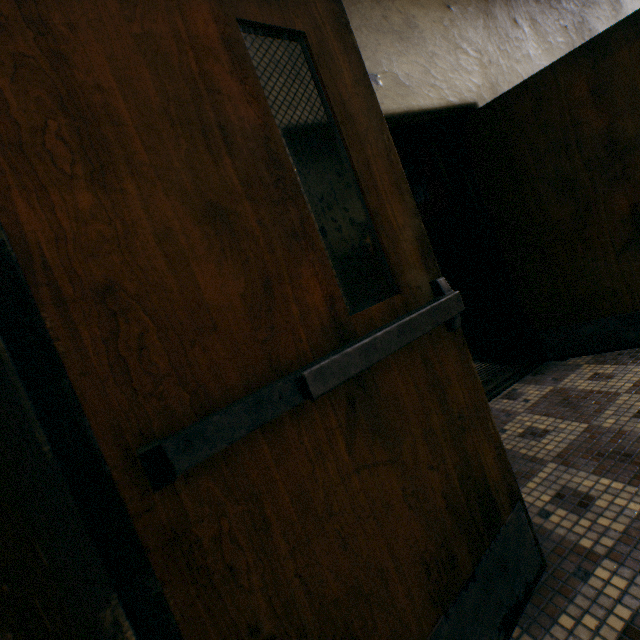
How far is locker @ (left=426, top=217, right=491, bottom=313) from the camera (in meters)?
5.62

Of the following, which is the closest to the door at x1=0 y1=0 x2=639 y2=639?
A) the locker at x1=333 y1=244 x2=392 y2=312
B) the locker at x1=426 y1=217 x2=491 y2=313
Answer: the locker at x1=333 y1=244 x2=392 y2=312

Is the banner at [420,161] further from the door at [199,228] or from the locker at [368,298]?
the door at [199,228]

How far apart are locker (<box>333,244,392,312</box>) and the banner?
2.07m

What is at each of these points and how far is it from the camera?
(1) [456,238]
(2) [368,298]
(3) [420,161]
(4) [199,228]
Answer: (1) locker, 6.12m
(2) locker, 4.84m
(3) banner, 6.63m
(4) door, 0.67m

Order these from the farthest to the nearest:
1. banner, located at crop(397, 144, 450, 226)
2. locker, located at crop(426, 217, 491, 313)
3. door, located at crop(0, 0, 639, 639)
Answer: banner, located at crop(397, 144, 450, 226) < locker, located at crop(426, 217, 491, 313) < door, located at crop(0, 0, 639, 639)

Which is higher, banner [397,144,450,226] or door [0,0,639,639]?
banner [397,144,450,226]

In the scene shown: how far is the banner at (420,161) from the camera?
6.4 meters
